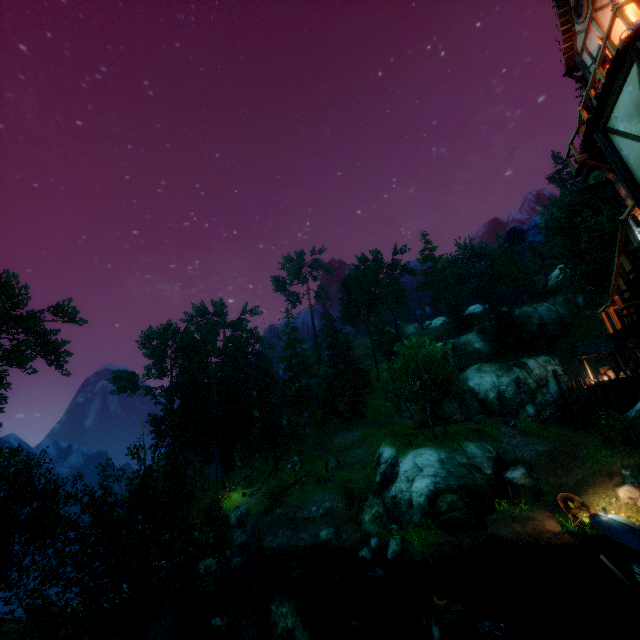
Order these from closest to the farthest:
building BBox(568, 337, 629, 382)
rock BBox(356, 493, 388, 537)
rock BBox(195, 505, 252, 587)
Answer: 1. rock BBox(195, 505, 252, 587)
2. rock BBox(356, 493, 388, 537)
3. building BBox(568, 337, 629, 382)

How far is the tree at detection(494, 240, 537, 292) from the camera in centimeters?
5309cm

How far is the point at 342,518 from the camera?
25.39m

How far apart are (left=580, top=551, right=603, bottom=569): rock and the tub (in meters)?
9.21

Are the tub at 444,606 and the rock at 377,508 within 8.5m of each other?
no

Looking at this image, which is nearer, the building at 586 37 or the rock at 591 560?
the building at 586 37

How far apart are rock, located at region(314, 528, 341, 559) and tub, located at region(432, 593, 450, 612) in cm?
1196
